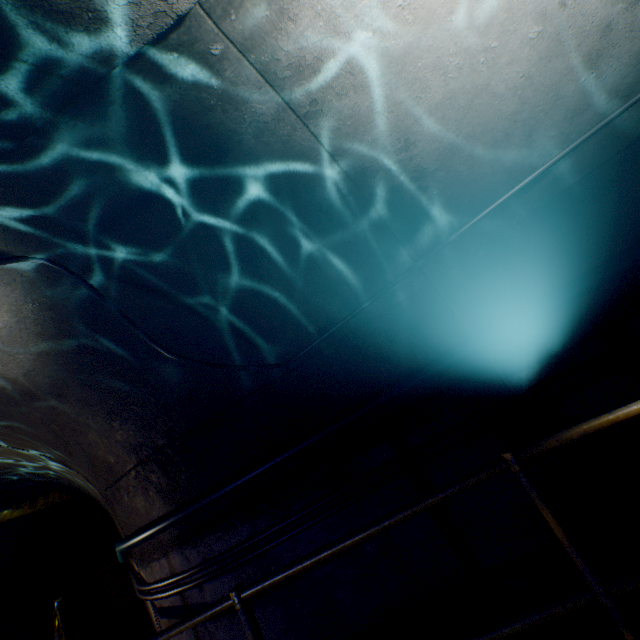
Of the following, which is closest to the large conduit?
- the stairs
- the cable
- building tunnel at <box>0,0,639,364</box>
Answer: building tunnel at <box>0,0,639,364</box>

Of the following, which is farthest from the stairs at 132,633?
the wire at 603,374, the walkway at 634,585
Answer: the walkway at 634,585

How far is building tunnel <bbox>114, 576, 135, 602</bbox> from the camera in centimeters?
1074cm

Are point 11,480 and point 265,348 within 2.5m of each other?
no

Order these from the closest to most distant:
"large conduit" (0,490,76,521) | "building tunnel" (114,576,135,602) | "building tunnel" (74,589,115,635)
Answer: "large conduit" (0,490,76,521) < "building tunnel" (74,589,115,635) < "building tunnel" (114,576,135,602)

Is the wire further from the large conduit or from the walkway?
the large conduit

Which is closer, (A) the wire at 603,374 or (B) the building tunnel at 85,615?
(A) the wire at 603,374

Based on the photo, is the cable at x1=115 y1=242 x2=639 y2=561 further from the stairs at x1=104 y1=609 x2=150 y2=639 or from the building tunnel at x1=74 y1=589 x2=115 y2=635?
the stairs at x1=104 y1=609 x2=150 y2=639
